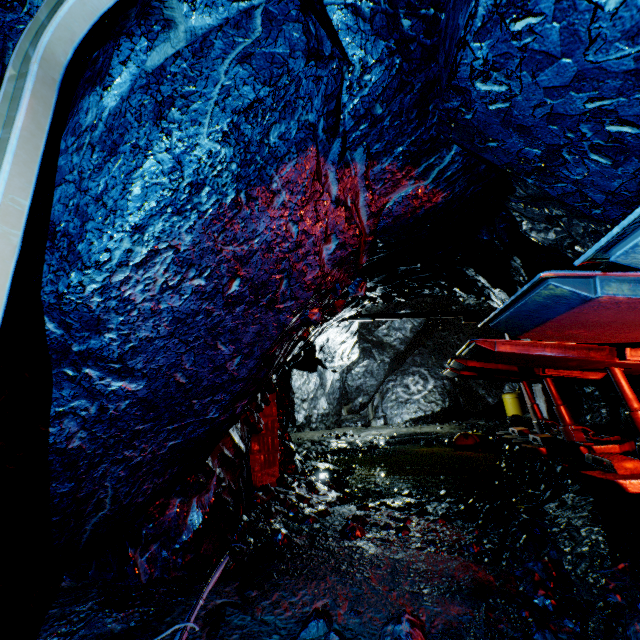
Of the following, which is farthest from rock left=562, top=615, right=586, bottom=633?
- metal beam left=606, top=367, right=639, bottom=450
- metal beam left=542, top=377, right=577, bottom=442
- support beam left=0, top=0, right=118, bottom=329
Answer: metal beam left=542, top=377, right=577, bottom=442

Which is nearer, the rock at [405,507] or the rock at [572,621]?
the rock at [572,621]

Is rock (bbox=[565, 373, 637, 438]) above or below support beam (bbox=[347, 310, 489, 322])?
below

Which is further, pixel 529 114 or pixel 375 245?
pixel 375 245

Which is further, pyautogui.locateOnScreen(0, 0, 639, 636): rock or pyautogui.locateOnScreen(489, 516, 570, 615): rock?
pyautogui.locateOnScreen(489, 516, 570, 615): rock

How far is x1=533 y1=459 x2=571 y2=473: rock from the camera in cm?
620

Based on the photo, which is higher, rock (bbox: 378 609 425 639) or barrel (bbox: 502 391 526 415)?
barrel (bbox: 502 391 526 415)

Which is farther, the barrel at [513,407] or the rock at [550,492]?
the barrel at [513,407]
